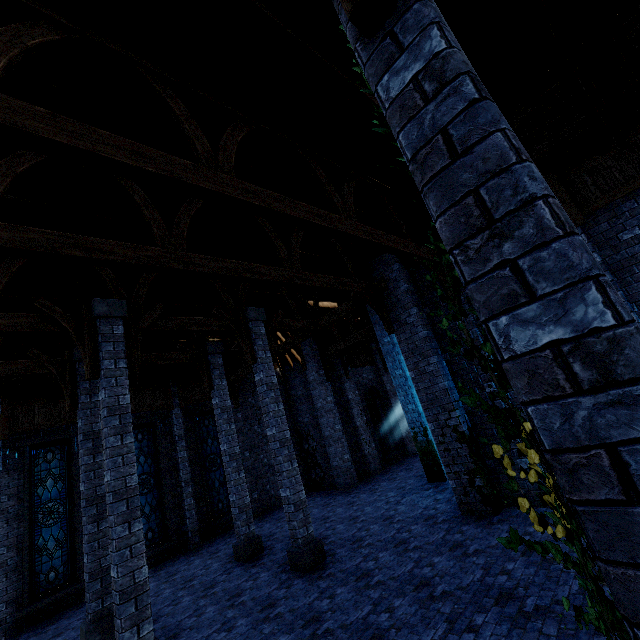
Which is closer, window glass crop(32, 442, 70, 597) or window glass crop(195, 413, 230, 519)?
window glass crop(32, 442, 70, 597)

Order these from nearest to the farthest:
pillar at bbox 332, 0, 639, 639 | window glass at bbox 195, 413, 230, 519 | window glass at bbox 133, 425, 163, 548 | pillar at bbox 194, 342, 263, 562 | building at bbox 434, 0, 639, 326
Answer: pillar at bbox 332, 0, 639, 639 → building at bbox 434, 0, 639, 326 → pillar at bbox 194, 342, 263, 562 → window glass at bbox 133, 425, 163, 548 → window glass at bbox 195, 413, 230, 519

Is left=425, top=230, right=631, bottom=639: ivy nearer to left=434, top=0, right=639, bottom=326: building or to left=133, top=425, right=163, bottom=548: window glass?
left=434, top=0, right=639, bottom=326: building

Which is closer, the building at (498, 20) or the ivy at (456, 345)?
the ivy at (456, 345)

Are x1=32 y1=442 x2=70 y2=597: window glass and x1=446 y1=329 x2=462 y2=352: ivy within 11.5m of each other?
no

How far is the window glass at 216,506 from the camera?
14.9m

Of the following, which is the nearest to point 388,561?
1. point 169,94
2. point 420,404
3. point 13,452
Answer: point 420,404

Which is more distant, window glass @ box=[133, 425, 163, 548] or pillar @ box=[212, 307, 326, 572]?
window glass @ box=[133, 425, 163, 548]
